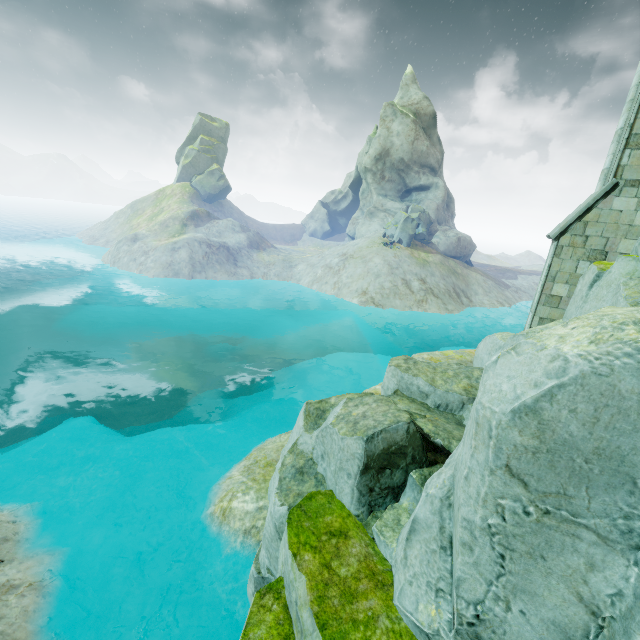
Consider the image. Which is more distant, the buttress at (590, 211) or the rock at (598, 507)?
the buttress at (590, 211)

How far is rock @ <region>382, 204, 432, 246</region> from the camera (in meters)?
43.06

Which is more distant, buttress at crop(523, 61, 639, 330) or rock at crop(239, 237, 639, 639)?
buttress at crop(523, 61, 639, 330)

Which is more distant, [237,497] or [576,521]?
[237,497]

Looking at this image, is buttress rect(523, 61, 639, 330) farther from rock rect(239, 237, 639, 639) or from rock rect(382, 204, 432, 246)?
rock rect(382, 204, 432, 246)

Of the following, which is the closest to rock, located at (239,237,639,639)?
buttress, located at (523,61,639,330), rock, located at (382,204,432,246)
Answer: buttress, located at (523,61,639,330)

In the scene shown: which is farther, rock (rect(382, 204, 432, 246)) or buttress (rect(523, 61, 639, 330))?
rock (rect(382, 204, 432, 246))

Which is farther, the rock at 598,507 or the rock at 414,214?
the rock at 414,214
